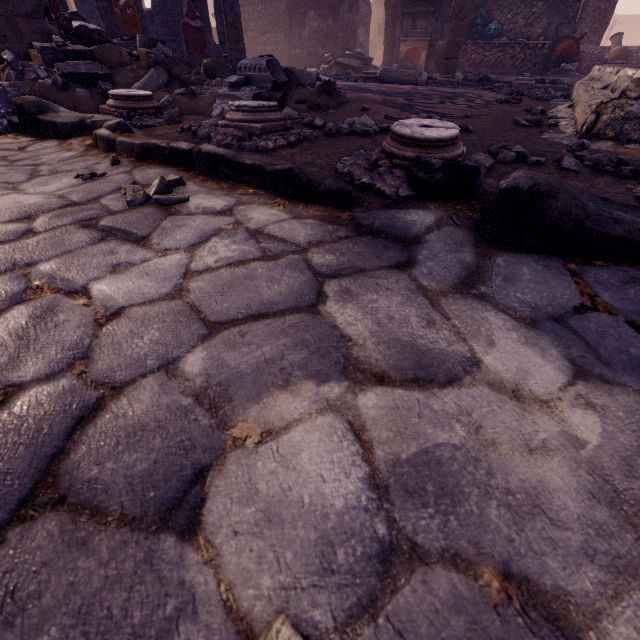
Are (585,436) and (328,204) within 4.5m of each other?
yes

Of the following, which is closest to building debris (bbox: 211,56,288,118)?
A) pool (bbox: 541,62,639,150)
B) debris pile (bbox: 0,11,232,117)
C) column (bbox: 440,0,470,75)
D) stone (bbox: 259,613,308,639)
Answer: debris pile (bbox: 0,11,232,117)

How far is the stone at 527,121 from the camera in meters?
3.0 m

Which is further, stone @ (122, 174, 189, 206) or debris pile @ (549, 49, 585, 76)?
debris pile @ (549, 49, 585, 76)

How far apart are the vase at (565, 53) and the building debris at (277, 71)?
11.5m

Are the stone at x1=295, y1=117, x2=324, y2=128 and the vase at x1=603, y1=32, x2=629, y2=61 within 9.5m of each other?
no

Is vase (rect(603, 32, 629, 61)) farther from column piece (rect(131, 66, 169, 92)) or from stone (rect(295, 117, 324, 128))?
stone (rect(295, 117, 324, 128))

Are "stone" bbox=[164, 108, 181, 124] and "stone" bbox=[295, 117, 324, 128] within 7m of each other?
yes
